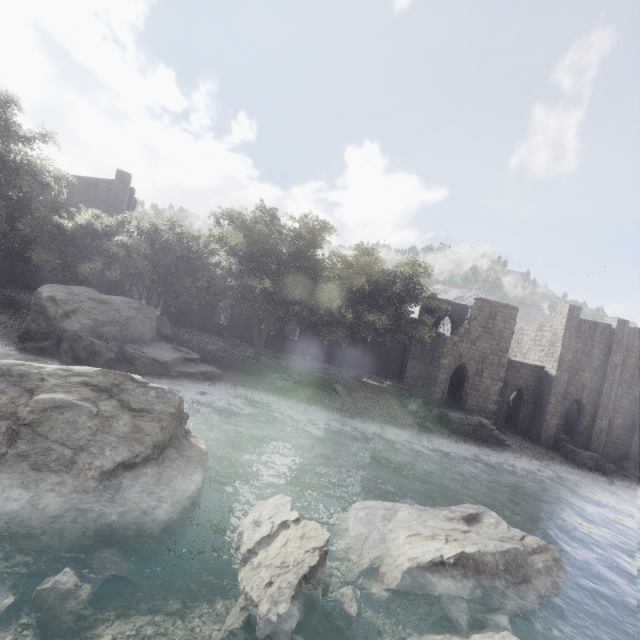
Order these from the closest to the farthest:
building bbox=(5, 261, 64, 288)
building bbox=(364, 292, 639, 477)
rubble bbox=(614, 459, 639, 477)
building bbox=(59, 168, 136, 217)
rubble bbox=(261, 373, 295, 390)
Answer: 1. rubble bbox=(261, 373, 295, 390)
2. building bbox=(364, 292, 639, 477)
3. rubble bbox=(614, 459, 639, 477)
4. building bbox=(5, 261, 64, 288)
5. building bbox=(59, 168, 136, 217)

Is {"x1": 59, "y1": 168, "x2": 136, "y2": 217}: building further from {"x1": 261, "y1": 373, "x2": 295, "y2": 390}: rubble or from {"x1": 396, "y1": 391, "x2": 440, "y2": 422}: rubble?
{"x1": 261, "y1": 373, "x2": 295, "y2": 390}: rubble

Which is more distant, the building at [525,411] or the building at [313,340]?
the building at [313,340]

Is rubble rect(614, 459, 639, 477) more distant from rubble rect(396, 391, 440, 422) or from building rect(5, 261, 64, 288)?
rubble rect(396, 391, 440, 422)

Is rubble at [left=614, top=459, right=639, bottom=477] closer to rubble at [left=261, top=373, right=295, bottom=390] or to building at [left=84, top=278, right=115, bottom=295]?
building at [left=84, top=278, right=115, bottom=295]

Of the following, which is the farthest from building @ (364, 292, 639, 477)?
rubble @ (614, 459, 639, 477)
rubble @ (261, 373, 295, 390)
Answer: rubble @ (261, 373, 295, 390)

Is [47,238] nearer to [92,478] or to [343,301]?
[92,478]
